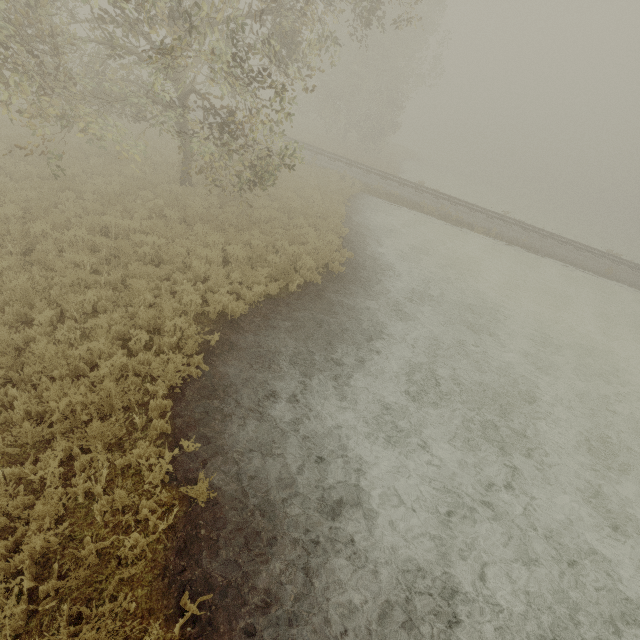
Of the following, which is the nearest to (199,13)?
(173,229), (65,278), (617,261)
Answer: (173,229)
